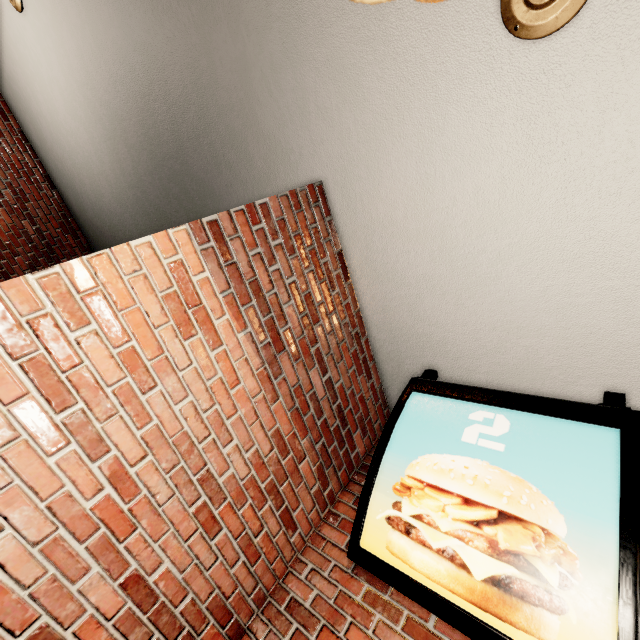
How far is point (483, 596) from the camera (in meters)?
1.18
